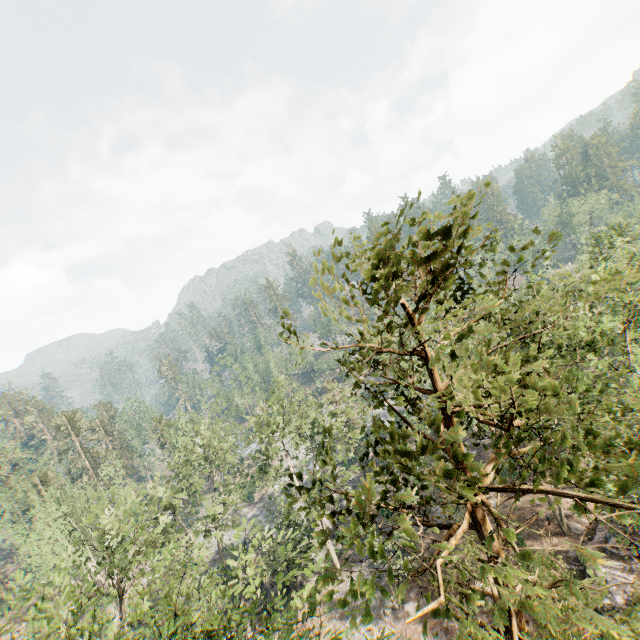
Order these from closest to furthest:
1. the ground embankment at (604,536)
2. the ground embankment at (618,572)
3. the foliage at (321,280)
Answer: the foliage at (321,280) → the ground embankment at (618,572) → the ground embankment at (604,536)

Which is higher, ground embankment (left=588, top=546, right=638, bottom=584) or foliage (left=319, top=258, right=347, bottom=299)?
foliage (left=319, top=258, right=347, bottom=299)

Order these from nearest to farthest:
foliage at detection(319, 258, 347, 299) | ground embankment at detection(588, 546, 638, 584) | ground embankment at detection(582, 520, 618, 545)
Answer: foliage at detection(319, 258, 347, 299) → ground embankment at detection(588, 546, 638, 584) → ground embankment at detection(582, 520, 618, 545)

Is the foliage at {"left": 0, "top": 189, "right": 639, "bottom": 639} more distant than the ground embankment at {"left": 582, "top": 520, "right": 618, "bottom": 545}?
No

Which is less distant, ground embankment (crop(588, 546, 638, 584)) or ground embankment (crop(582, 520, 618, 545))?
ground embankment (crop(588, 546, 638, 584))

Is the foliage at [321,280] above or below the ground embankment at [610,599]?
above

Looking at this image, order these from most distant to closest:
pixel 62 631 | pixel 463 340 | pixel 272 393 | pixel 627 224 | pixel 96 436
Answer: pixel 96 436 → pixel 463 340 → pixel 272 393 → pixel 627 224 → pixel 62 631
